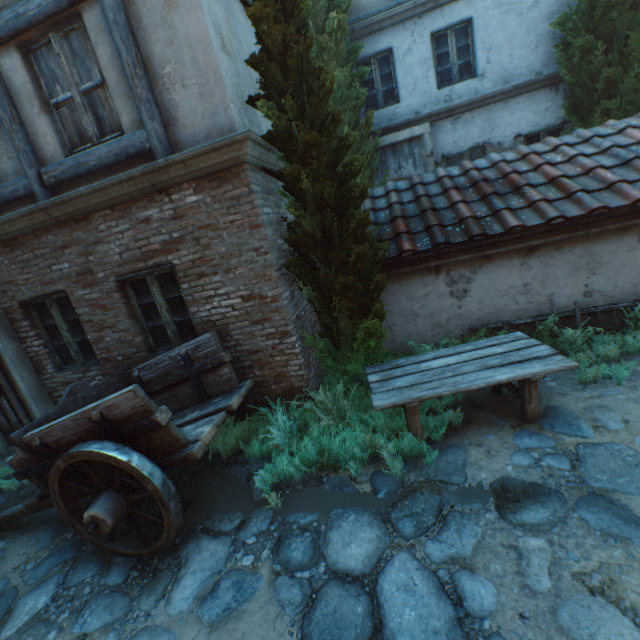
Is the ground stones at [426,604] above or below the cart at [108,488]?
below

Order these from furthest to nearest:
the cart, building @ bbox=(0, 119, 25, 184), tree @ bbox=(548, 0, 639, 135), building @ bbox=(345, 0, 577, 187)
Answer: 1. building @ bbox=(345, 0, 577, 187)
2. tree @ bbox=(548, 0, 639, 135)
3. building @ bbox=(0, 119, 25, 184)
4. the cart

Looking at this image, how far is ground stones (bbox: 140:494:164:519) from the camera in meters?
3.9

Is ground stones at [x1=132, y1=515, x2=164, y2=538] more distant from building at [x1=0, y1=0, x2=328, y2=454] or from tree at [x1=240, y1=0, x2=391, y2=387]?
tree at [x1=240, y1=0, x2=391, y2=387]

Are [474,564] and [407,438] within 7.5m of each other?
yes

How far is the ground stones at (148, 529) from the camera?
3.6m

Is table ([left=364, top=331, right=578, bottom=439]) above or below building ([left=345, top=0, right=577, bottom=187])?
below
